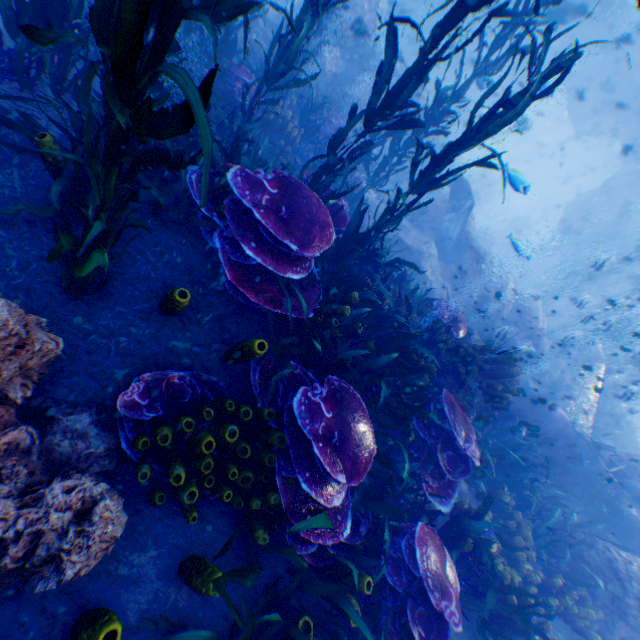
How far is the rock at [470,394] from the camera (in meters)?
6.33

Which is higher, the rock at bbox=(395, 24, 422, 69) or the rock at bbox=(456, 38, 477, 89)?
the rock at bbox=(456, 38, 477, 89)

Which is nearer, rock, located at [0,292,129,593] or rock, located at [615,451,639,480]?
rock, located at [0,292,129,593]

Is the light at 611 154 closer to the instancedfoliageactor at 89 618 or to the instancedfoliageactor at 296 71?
the instancedfoliageactor at 296 71

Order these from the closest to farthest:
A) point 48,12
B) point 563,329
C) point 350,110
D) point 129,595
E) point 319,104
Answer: point 129,595
point 48,12
point 350,110
point 319,104
point 563,329

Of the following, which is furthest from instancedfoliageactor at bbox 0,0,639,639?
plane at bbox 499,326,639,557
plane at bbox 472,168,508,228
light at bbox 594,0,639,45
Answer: plane at bbox 472,168,508,228

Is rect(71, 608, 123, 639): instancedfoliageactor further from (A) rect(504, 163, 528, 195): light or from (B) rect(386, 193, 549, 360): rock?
(A) rect(504, 163, 528, 195): light
